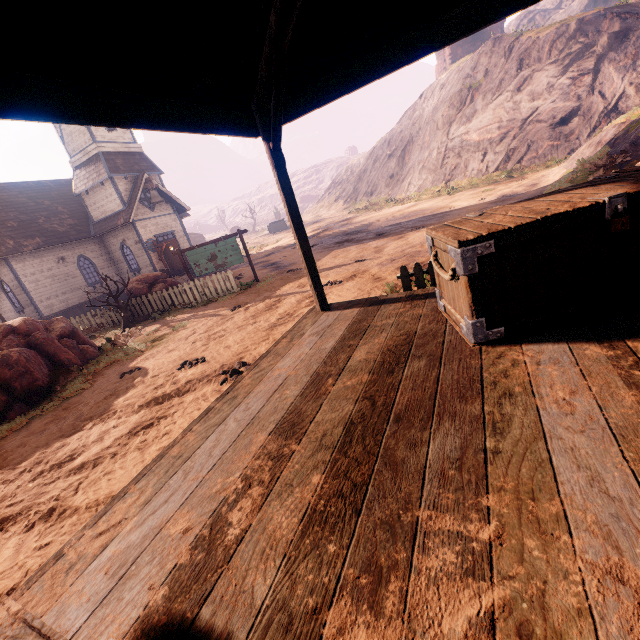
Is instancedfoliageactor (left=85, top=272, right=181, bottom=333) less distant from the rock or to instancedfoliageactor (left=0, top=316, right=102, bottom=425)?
instancedfoliageactor (left=0, top=316, right=102, bottom=425)

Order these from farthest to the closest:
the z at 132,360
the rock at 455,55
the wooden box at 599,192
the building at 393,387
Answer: the rock at 455,55 < the z at 132,360 < the wooden box at 599,192 < the building at 393,387

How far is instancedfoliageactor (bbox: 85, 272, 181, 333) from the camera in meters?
12.4 m

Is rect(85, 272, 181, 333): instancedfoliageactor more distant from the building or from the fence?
the fence

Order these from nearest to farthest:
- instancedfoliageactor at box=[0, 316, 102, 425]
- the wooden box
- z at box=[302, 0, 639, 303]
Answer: the wooden box, instancedfoliageactor at box=[0, 316, 102, 425], z at box=[302, 0, 639, 303]

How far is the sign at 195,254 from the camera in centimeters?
1367cm

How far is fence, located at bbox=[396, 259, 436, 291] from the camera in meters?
5.2

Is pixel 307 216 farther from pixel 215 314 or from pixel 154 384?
pixel 154 384
